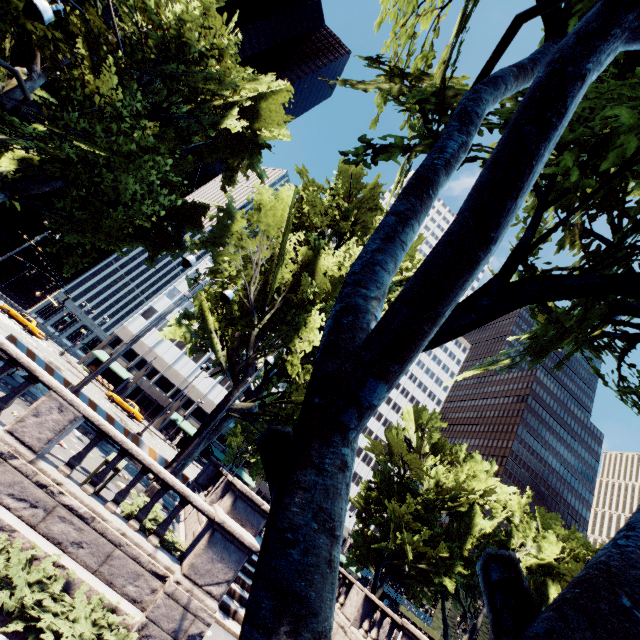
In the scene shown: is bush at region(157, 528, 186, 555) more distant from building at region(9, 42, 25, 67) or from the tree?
building at region(9, 42, 25, 67)

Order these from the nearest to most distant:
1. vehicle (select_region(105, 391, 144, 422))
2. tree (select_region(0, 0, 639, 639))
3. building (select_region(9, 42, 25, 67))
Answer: tree (select_region(0, 0, 639, 639)) → vehicle (select_region(105, 391, 144, 422)) → building (select_region(9, 42, 25, 67))

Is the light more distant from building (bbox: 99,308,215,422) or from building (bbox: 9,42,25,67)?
building (bbox: 9,42,25,67)

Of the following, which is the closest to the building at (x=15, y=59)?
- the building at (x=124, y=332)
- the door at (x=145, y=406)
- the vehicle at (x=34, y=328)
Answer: the vehicle at (x=34, y=328)

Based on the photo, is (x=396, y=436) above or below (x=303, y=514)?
above

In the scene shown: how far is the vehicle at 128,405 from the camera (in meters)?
37.19

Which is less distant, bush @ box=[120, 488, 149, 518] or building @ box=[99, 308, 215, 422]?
bush @ box=[120, 488, 149, 518]

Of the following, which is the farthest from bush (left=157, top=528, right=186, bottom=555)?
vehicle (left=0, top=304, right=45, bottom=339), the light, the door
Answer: the door
